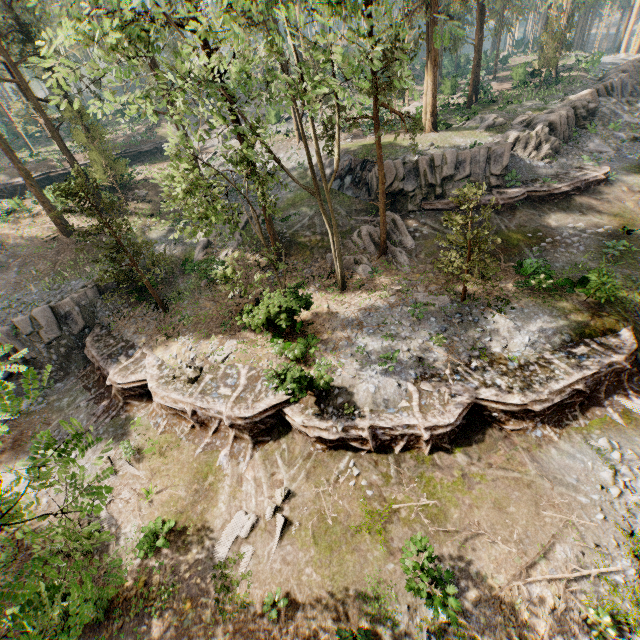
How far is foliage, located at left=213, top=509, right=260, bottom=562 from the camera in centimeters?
1252cm

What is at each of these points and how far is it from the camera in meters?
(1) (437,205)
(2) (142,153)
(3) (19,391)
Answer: (1) ground embankment, 24.8 m
(2) ground embankment, 43.5 m
(3) rock, 21.0 m

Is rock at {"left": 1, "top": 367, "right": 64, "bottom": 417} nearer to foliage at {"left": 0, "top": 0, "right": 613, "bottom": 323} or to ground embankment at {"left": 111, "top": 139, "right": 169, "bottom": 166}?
foliage at {"left": 0, "top": 0, "right": 613, "bottom": 323}

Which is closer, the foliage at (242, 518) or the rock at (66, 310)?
the foliage at (242, 518)

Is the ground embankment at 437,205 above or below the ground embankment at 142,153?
below

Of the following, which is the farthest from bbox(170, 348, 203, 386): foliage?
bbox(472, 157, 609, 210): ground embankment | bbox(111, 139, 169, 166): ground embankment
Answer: bbox(111, 139, 169, 166): ground embankment

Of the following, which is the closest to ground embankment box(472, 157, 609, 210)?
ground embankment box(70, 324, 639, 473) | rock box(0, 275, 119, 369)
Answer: ground embankment box(70, 324, 639, 473)
